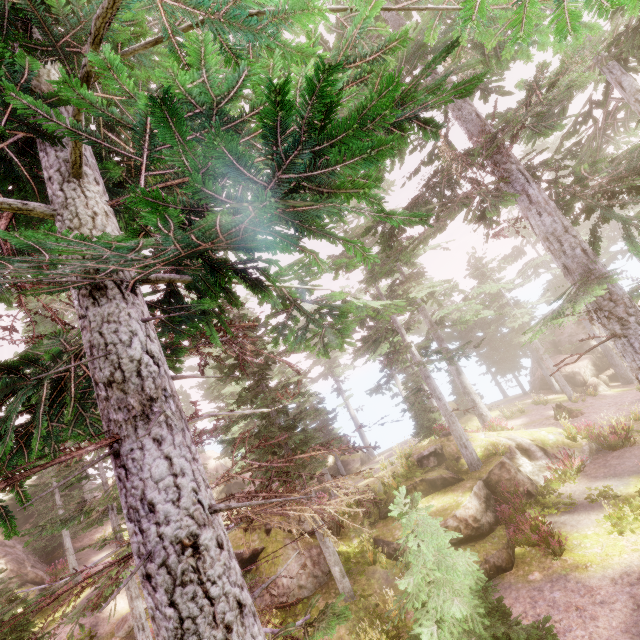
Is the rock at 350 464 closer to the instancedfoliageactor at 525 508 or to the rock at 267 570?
the instancedfoliageactor at 525 508

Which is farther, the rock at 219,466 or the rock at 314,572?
the rock at 219,466

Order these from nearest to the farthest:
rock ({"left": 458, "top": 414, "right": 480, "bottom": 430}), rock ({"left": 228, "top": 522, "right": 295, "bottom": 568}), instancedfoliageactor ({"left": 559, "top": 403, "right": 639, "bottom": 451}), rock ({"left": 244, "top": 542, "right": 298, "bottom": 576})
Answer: rock ({"left": 244, "top": 542, "right": 298, "bottom": 576}) < rock ({"left": 228, "top": 522, "right": 295, "bottom": 568}) < instancedfoliageactor ({"left": 559, "top": 403, "right": 639, "bottom": 451}) < rock ({"left": 458, "top": 414, "right": 480, "bottom": 430})

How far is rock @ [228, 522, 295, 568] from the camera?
13.9m

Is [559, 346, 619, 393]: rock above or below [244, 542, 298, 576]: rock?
below

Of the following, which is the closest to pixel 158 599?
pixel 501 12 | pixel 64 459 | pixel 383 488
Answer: pixel 64 459

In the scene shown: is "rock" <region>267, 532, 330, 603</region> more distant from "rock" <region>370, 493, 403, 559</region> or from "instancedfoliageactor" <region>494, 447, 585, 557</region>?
"rock" <region>370, 493, 403, 559</region>

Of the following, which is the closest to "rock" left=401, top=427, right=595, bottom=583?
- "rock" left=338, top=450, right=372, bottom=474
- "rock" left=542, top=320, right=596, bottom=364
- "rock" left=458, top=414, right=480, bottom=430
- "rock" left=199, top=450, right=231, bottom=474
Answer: "rock" left=458, top=414, right=480, bottom=430
